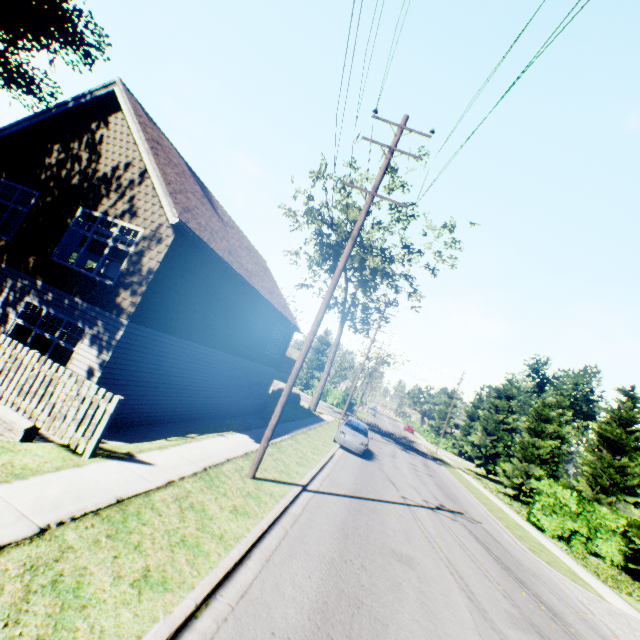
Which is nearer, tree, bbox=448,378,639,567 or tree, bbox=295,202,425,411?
tree, bbox=448,378,639,567

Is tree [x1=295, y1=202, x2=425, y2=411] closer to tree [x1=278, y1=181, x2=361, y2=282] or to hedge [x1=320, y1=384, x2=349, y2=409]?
hedge [x1=320, y1=384, x2=349, y2=409]

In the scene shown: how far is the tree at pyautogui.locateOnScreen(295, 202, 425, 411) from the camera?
27.3 meters

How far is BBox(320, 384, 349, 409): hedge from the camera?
47.9 meters

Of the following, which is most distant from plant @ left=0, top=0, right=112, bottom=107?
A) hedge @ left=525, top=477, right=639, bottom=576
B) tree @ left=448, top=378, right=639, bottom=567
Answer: hedge @ left=525, top=477, right=639, bottom=576

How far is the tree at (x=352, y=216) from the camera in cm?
2811

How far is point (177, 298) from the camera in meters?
11.3 m

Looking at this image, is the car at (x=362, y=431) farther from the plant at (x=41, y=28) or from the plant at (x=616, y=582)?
the plant at (x=41, y=28)
